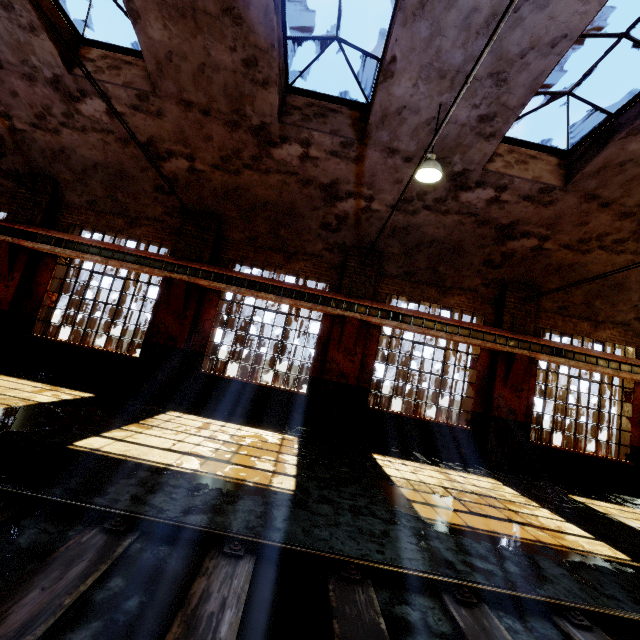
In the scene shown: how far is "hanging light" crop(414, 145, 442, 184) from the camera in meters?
6.1

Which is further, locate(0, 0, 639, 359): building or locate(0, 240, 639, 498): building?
locate(0, 240, 639, 498): building

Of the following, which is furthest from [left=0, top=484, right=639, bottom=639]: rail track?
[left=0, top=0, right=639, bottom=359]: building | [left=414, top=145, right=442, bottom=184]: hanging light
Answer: [left=414, top=145, right=442, bottom=184]: hanging light

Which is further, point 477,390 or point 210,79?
point 477,390

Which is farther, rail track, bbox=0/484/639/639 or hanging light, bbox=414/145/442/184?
hanging light, bbox=414/145/442/184

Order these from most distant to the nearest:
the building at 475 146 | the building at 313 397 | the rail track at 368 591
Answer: the building at 313 397
the building at 475 146
the rail track at 368 591

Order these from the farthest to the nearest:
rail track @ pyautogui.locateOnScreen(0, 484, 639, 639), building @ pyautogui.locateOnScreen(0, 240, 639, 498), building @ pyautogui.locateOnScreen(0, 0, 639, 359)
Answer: building @ pyautogui.locateOnScreen(0, 240, 639, 498) < building @ pyautogui.locateOnScreen(0, 0, 639, 359) < rail track @ pyautogui.locateOnScreen(0, 484, 639, 639)

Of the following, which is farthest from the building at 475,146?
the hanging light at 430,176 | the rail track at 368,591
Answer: the rail track at 368,591
